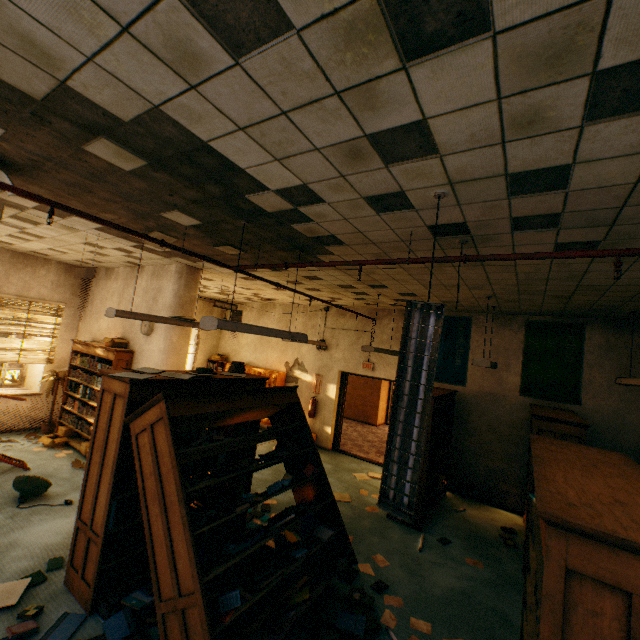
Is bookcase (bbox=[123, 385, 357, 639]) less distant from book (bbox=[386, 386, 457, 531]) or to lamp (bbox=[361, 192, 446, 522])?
lamp (bbox=[361, 192, 446, 522])

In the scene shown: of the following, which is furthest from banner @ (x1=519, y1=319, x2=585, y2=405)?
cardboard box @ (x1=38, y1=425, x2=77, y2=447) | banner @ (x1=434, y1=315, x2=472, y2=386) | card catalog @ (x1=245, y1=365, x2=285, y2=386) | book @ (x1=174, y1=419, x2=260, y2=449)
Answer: cardboard box @ (x1=38, y1=425, x2=77, y2=447)

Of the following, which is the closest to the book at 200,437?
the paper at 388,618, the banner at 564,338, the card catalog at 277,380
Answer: the paper at 388,618

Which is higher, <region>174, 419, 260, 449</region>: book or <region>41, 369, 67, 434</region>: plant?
<region>174, 419, 260, 449</region>: book

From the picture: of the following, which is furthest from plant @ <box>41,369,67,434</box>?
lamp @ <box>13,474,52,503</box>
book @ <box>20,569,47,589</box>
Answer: book @ <box>20,569,47,589</box>

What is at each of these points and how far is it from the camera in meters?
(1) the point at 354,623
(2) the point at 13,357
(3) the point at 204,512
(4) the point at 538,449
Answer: (1) book, 3.2 m
(2) blinds, 7.1 m
(3) book, 4.1 m
(4) book, 2.4 m

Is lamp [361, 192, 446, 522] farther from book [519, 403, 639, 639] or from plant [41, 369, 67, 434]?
plant [41, 369, 67, 434]

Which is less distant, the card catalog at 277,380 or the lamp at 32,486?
the lamp at 32,486
